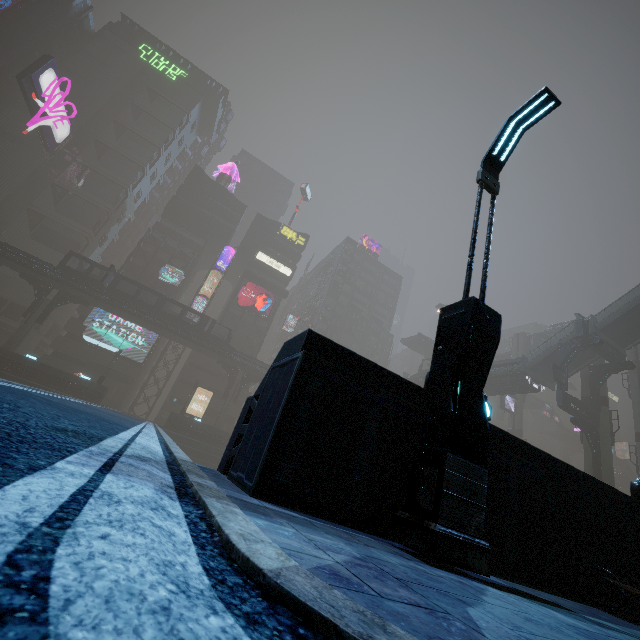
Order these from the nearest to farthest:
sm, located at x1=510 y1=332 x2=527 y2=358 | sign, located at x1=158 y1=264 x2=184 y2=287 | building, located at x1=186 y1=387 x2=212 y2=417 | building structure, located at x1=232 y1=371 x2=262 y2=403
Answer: building structure, located at x1=232 y1=371 x2=262 y2=403 < building, located at x1=186 y1=387 x2=212 y2=417 < sign, located at x1=158 y1=264 x2=184 y2=287 < sm, located at x1=510 y1=332 x2=527 y2=358

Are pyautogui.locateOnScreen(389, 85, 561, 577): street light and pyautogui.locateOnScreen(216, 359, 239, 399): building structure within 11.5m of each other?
no

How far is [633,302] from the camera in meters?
28.5

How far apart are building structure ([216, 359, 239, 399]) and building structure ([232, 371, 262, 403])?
0.6 meters

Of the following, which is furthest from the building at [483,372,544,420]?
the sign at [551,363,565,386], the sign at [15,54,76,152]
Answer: the sign at [551,363,565,386]

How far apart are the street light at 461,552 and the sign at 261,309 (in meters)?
53.53

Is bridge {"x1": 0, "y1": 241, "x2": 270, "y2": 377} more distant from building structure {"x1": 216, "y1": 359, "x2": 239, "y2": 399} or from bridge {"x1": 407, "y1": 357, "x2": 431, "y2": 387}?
bridge {"x1": 407, "y1": 357, "x2": 431, "y2": 387}

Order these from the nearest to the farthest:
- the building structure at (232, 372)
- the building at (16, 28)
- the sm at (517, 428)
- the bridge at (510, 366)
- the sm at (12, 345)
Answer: the bridge at (510, 366), the sm at (12, 345), the building structure at (232, 372), the sm at (517, 428), the building at (16, 28)
